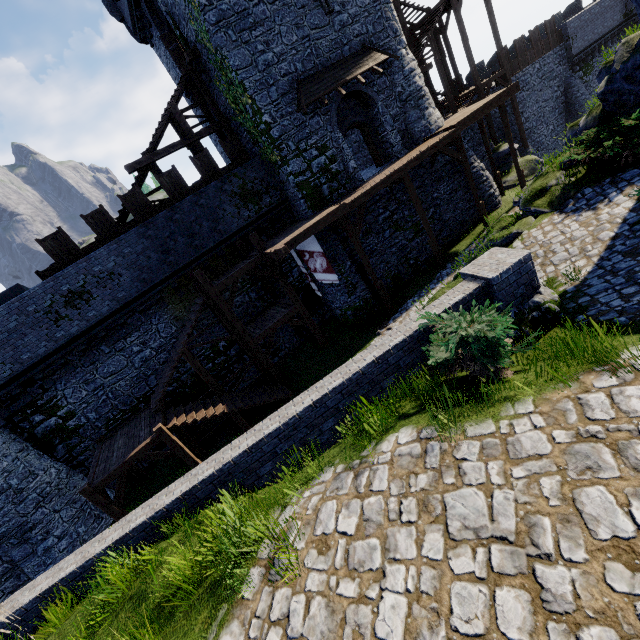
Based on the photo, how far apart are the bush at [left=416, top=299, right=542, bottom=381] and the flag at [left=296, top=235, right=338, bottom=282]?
9.2m

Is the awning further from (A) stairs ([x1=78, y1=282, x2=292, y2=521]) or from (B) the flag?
(A) stairs ([x1=78, y1=282, x2=292, y2=521])

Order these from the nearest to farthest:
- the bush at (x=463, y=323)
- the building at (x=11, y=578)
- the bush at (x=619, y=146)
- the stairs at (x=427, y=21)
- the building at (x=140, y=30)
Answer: the bush at (x=463, y=323) → the bush at (x=619, y=146) → the building at (x=11, y=578) → the building at (x=140, y=30) → the stairs at (x=427, y=21)

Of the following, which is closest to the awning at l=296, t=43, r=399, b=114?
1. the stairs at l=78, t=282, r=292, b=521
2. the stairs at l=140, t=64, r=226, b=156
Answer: the stairs at l=140, t=64, r=226, b=156

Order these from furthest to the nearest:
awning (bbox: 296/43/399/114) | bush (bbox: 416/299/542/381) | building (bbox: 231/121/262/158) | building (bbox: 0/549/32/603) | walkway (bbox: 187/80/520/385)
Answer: building (bbox: 231/121/262/158), awning (bbox: 296/43/399/114), walkway (bbox: 187/80/520/385), building (bbox: 0/549/32/603), bush (bbox: 416/299/542/381)

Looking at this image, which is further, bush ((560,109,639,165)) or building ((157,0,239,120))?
building ((157,0,239,120))

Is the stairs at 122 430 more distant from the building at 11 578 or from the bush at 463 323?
the bush at 463 323

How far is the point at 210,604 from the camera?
3.8 meters
